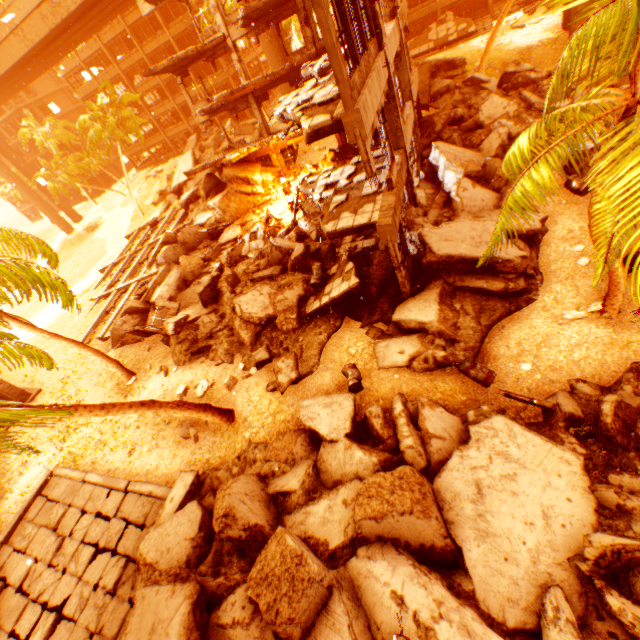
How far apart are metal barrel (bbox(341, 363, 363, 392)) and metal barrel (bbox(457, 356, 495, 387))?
2.2 meters

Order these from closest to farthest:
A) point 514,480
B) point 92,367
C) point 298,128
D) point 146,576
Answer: point 514,480
point 146,576
point 298,128
point 92,367

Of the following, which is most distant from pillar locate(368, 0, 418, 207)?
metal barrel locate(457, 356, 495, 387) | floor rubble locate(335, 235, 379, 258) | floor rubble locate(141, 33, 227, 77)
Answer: floor rubble locate(141, 33, 227, 77)

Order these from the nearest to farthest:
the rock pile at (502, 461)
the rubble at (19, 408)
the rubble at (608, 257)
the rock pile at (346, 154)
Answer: the rubble at (608, 257)
the rubble at (19, 408)
the rock pile at (502, 461)
the rock pile at (346, 154)

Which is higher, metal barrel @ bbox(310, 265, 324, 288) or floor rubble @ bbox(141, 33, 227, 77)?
floor rubble @ bbox(141, 33, 227, 77)

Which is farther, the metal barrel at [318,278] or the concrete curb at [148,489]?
the metal barrel at [318,278]

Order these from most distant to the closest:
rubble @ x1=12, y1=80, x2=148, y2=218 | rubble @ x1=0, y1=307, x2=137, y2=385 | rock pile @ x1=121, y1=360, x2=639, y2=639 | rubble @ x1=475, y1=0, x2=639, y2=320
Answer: → rubble @ x1=12, y1=80, x2=148, y2=218 < rubble @ x1=0, y1=307, x2=137, y2=385 < rock pile @ x1=121, y1=360, x2=639, y2=639 < rubble @ x1=475, y1=0, x2=639, y2=320

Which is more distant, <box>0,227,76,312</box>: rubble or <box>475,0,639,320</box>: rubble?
<box>0,227,76,312</box>: rubble
